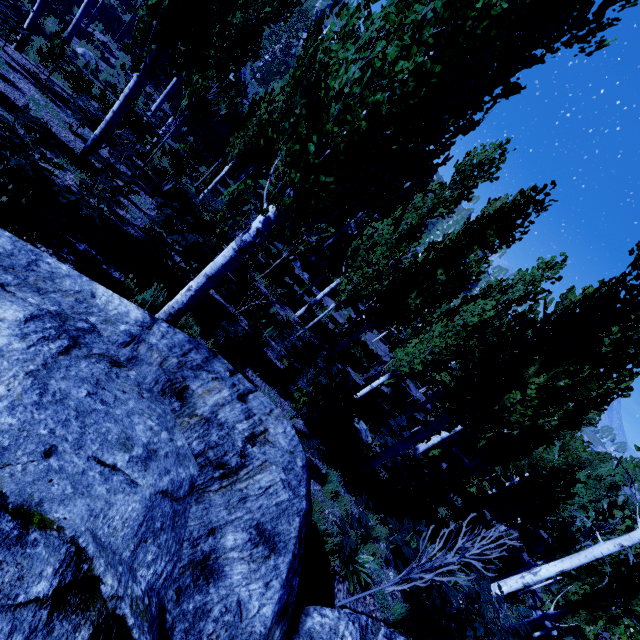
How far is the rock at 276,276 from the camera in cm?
1514

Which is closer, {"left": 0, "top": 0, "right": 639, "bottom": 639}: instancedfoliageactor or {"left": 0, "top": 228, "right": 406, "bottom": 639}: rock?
{"left": 0, "top": 228, "right": 406, "bottom": 639}: rock

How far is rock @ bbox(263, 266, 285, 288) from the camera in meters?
15.1 m

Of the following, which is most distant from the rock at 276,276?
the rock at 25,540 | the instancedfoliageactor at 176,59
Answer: the rock at 25,540

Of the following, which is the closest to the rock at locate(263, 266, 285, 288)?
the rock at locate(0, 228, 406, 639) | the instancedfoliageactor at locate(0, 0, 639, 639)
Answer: the instancedfoliageactor at locate(0, 0, 639, 639)

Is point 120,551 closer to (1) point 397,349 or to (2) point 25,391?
(2) point 25,391

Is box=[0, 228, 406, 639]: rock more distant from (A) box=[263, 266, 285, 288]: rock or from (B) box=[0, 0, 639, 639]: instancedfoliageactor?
(A) box=[263, 266, 285, 288]: rock
